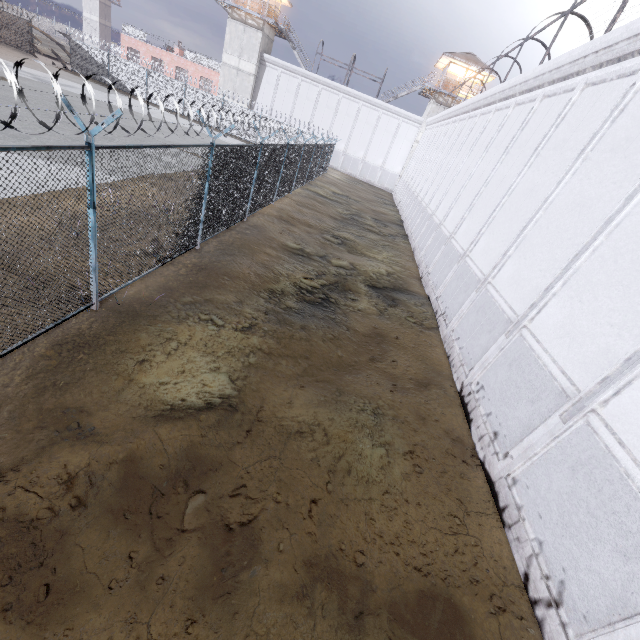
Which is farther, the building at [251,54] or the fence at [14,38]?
the building at [251,54]

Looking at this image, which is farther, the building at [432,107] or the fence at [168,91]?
the building at [432,107]

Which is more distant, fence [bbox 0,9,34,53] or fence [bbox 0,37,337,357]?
fence [bbox 0,9,34,53]

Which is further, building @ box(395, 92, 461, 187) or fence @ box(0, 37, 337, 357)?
building @ box(395, 92, 461, 187)

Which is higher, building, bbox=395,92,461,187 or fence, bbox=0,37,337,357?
building, bbox=395,92,461,187

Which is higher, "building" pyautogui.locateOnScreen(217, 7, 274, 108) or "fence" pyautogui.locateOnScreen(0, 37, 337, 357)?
"building" pyautogui.locateOnScreen(217, 7, 274, 108)

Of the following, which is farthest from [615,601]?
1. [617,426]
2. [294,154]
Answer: [294,154]

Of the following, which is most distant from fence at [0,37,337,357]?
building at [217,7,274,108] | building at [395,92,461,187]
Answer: building at [395,92,461,187]
